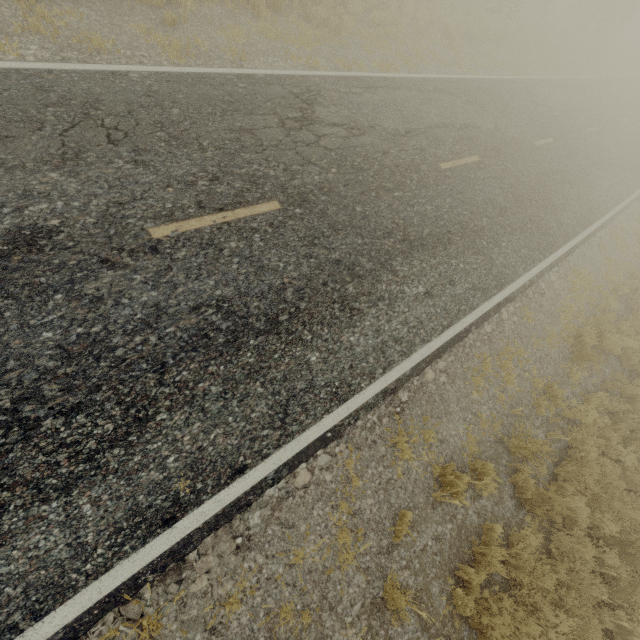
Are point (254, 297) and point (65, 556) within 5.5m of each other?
yes
